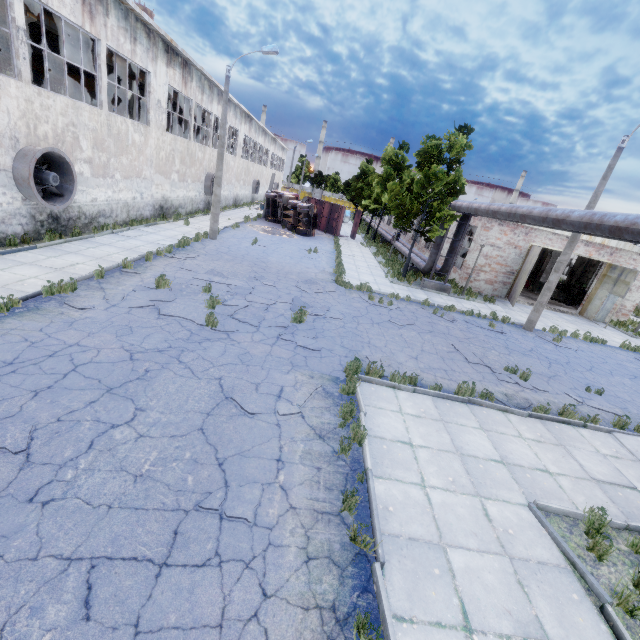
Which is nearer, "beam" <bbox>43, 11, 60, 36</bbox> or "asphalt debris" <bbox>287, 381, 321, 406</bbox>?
"asphalt debris" <bbox>287, 381, 321, 406</bbox>

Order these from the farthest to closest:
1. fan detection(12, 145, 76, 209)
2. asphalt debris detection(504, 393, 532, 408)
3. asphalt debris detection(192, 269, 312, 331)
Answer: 1. fan detection(12, 145, 76, 209)
2. asphalt debris detection(192, 269, 312, 331)
3. asphalt debris detection(504, 393, 532, 408)

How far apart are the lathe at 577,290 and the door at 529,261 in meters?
7.5 m

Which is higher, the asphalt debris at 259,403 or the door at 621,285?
the door at 621,285

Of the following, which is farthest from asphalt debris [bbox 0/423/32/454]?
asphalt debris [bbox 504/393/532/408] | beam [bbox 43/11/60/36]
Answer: beam [bbox 43/11/60/36]

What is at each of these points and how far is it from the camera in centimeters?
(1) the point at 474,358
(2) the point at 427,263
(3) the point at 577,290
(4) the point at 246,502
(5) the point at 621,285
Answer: (1) asphalt debris, 1141cm
(2) pipe, 2023cm
(3) lathe, 2600cm
(4) asphalt debris, 460cm
(5) door, 2014cm

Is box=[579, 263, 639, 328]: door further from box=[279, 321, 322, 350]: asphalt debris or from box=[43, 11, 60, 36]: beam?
box=[43, 11, 60, 36]: beam

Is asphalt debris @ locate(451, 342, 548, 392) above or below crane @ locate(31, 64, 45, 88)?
below
